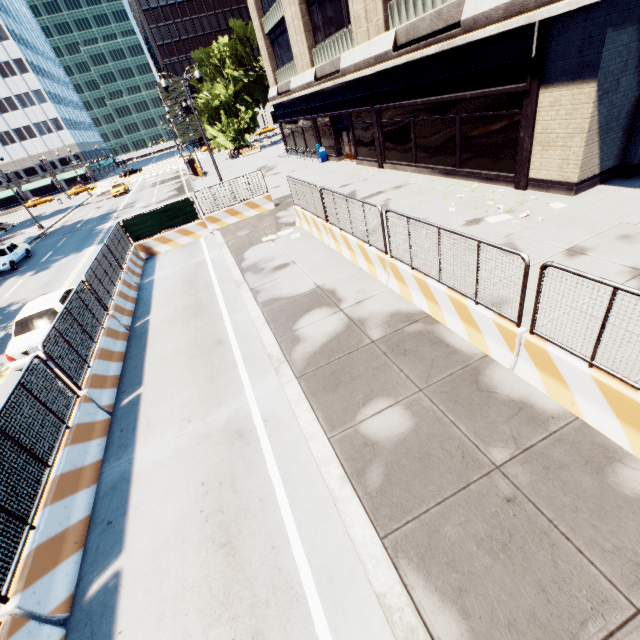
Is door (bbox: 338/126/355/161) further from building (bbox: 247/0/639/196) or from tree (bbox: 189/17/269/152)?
tree (bbox: 189/17/269/152)

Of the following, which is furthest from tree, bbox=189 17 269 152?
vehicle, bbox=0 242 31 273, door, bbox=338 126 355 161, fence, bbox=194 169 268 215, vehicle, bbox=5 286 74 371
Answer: door, bbox=338 126 355 161

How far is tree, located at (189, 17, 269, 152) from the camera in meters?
41.2

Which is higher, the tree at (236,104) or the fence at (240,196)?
the tree at (236,104)

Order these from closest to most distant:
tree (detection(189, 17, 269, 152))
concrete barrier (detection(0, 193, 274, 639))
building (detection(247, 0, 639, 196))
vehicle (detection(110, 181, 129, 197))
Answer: concrete barrier (detection(0, 193, 274, 639)), building (detection(247, 0, 639, 196)), tree (detection(189, 17, 269, 152)), vehicle (detection(110, 181, 129, 197))

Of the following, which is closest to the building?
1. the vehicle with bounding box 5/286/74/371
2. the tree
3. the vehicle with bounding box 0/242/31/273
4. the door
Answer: the door

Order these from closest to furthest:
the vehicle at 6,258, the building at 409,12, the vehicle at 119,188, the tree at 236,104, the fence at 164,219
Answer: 1. the fence at 164,219
2. the building at 409,12
3. the vehicle at 6,258
4. the tree at 236,104
5. the vehicle at 119,188

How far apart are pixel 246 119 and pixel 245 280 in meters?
43.5
